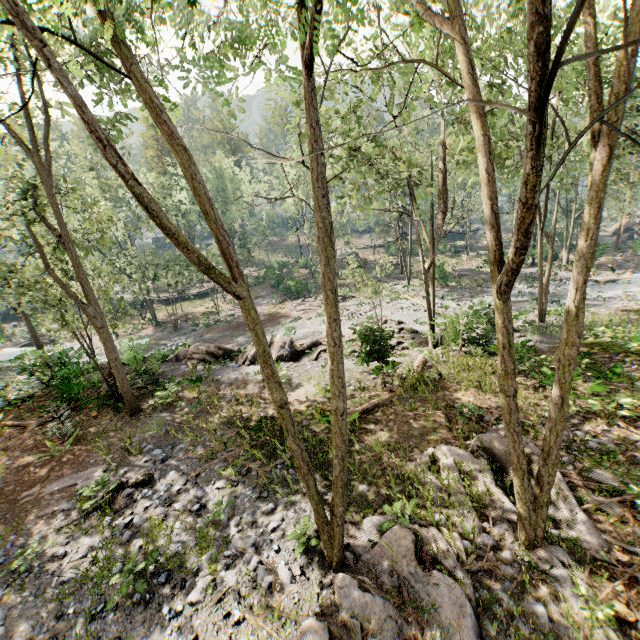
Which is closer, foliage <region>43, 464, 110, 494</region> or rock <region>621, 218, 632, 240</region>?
foliage <region>43, 464, 110, 494</region>

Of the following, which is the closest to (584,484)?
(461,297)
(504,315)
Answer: (504,315)

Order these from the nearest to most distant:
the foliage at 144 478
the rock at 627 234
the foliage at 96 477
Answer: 1. the foliage at 144 478
2. the foliage at 96 477
3. the rock at 627 234

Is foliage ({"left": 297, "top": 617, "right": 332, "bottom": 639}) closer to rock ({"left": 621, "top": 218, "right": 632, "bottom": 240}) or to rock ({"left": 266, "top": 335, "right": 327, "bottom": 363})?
rock ({"left": 266, "top": 335, "right": 327, "bottom": 363})

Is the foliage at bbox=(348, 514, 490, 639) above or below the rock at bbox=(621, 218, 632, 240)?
above

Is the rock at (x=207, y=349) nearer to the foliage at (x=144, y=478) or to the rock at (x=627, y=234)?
the foliage at (x=144, y=478)

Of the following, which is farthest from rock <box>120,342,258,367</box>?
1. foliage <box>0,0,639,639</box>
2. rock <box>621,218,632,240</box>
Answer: rock <box>621,218,632,240</box>

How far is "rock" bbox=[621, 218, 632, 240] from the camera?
46.2m
